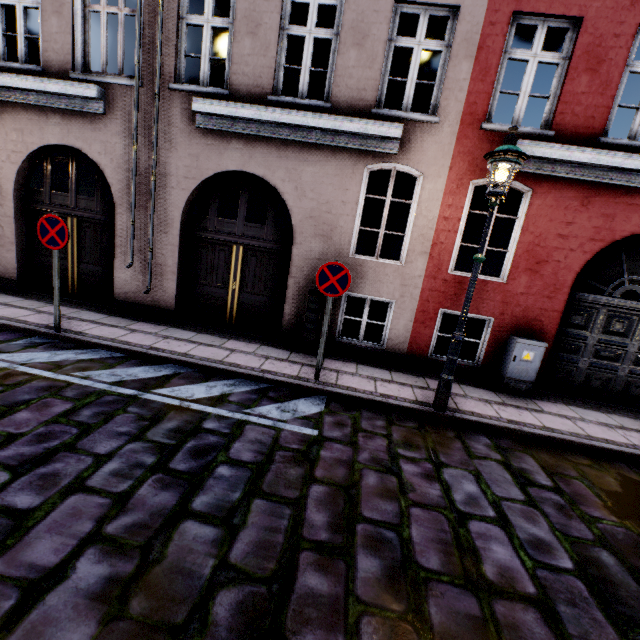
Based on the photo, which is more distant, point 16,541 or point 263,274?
point 263,274

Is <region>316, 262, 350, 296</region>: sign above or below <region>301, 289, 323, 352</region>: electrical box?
above

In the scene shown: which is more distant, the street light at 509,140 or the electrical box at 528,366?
the electrical box at 528,366

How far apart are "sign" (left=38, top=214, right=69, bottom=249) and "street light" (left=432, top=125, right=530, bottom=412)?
6.1m

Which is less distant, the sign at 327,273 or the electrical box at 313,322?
the sign at 327,273

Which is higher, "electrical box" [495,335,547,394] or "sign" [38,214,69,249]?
"sign" [38,214,69,249]

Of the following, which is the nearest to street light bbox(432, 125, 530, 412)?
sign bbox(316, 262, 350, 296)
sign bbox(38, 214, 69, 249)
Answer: sign bbox(316, 262, 350, 296)

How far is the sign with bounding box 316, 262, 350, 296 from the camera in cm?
489
